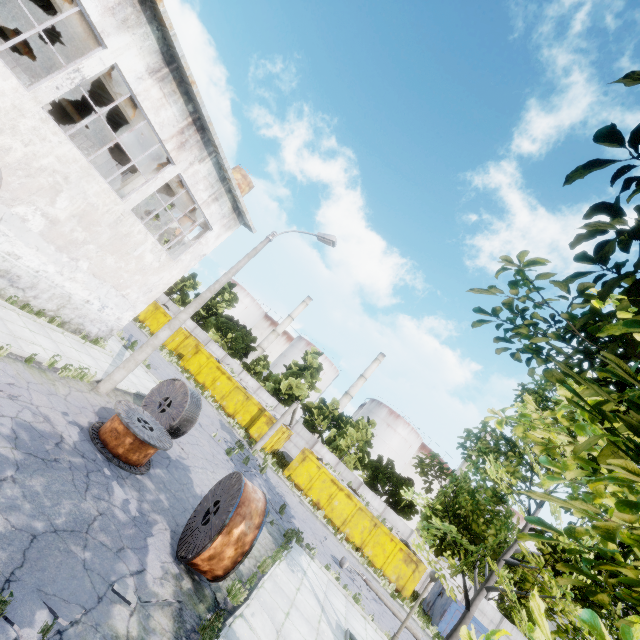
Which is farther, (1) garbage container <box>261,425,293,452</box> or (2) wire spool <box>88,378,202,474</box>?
(1) garbage container <box>261,425,293,452</box>

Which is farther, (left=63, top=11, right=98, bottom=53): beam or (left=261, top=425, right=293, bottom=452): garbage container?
(left=261, top=425, right=293, bottom=452): garbage container

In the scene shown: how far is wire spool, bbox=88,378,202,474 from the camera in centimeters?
855cm

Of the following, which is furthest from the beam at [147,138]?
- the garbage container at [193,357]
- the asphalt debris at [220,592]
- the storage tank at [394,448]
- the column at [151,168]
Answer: the storage tank at [394,448]

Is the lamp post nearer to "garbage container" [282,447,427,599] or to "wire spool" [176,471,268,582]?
"wire spool" [176,471,268,582]

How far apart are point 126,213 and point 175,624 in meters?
13.2 m

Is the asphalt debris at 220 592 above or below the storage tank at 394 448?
below

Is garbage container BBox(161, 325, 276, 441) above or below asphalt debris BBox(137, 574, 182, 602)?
above
